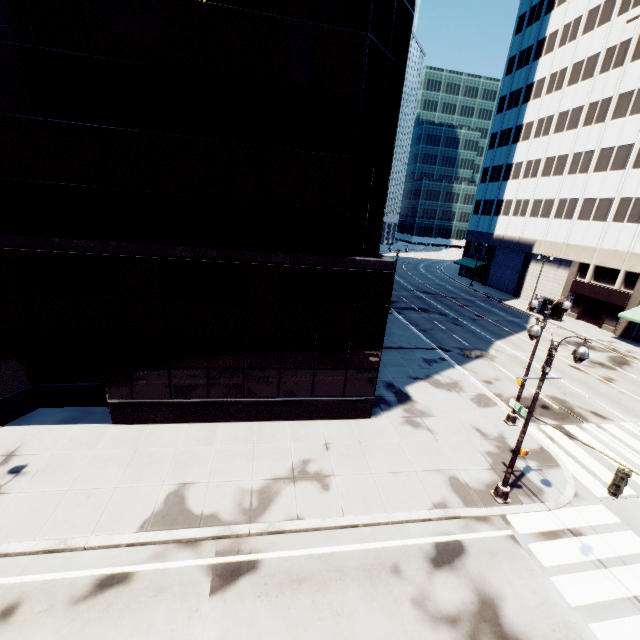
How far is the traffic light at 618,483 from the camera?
8.8m

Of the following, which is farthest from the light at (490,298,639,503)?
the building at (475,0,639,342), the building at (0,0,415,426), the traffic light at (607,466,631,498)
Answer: the building at (475,0,639,342)

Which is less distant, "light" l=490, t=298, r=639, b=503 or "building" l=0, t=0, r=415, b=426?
"light" l=490, t=298, r=639, b=503

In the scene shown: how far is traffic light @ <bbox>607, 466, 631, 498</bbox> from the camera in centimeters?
877cm

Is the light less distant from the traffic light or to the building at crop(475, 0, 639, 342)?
the traffic light

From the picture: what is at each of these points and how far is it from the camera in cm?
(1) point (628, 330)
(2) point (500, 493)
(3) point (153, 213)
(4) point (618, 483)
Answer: (1) building, 3459
(2) light, 1295
(3) building, 1230
(4) traffic light, 888

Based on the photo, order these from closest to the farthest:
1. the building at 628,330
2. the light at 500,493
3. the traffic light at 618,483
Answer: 1. the traffic light at 618,483
2. the light at 500,493
3. the building at 628,330

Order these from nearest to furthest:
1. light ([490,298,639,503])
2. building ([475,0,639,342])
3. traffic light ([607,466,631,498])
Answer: traffic light ([607,466,631,498]) < light ([490,298,639,503]) < building ([475,0,639,342])
